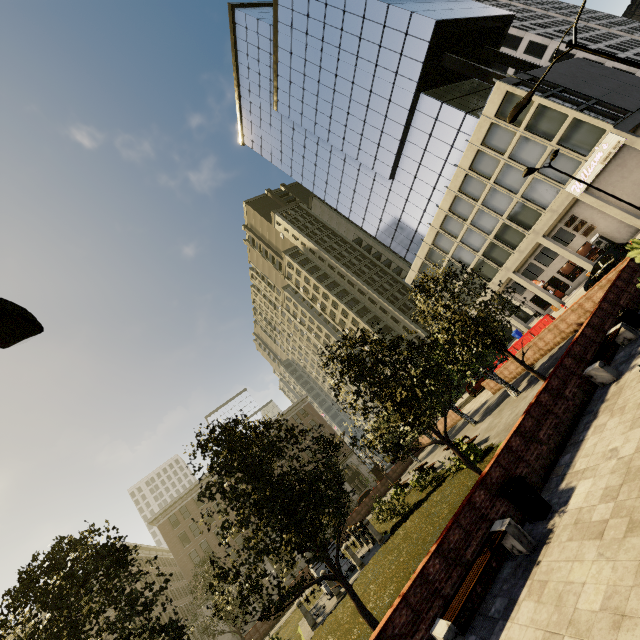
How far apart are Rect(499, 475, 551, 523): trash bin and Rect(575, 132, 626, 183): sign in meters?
30.2

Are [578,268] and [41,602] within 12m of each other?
no

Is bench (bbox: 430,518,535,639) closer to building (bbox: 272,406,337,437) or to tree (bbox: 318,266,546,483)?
tree (bbox: 318,266,546,483)

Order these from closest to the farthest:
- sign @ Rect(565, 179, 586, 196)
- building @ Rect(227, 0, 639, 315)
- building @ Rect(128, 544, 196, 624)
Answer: sign @ Rect(565, 179, 586, 196) < building @ Rect(227, 0, 639, 315) < building @ Rect(128, 544, 196, 624)

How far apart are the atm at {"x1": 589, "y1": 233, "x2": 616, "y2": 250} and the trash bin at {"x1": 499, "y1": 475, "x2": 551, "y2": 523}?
34.8 meters

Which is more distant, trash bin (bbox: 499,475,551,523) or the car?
the car

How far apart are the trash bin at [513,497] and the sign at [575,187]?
30.18m

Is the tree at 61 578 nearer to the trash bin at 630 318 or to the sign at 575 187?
the trash bin at 630 318
